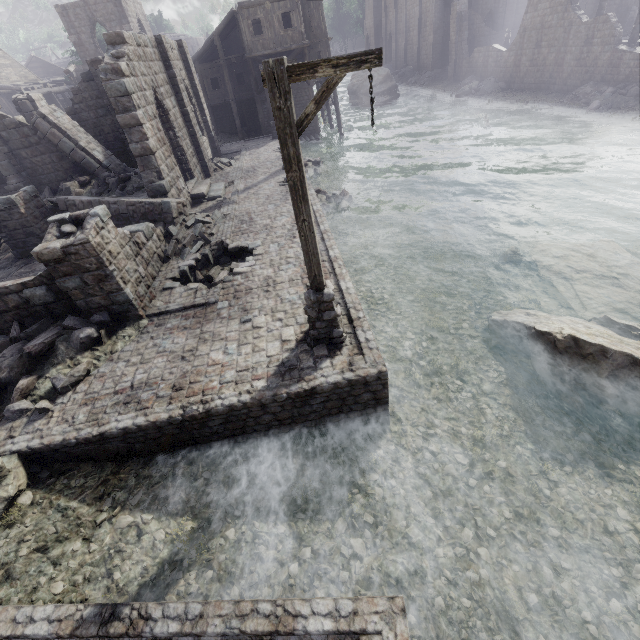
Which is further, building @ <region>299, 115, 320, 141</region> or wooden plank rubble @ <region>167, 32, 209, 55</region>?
wooden plank rubble @ <region>167, 32, 209, 55</region>

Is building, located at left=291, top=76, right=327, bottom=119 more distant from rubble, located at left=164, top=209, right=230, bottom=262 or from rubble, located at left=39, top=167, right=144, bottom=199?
rubble, located at left=39, top=167, right=144, bottom=199

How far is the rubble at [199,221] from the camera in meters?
11.5 m

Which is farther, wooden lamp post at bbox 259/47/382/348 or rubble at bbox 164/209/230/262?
rubble at bbox 164/209/230/262

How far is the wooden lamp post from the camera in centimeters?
407cm

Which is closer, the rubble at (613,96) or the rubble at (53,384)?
the rubble at (53,384)

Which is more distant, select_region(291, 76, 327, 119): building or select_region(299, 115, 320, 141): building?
select_region(299, 115, 320, 141): building

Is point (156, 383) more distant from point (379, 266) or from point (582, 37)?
point (582, 37)
